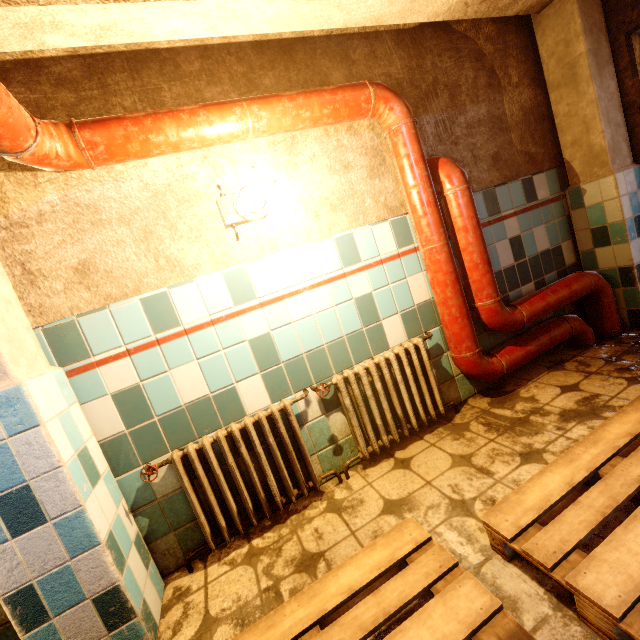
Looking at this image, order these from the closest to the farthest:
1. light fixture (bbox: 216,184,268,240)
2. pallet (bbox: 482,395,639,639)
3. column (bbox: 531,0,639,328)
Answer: pallet (bbox: 482,395,639,639)
light fixture (bbox: 216,184,268,240)
column (bbox: 531,0,639,328)

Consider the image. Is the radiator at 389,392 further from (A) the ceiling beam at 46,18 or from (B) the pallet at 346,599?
(A) the ceiling beam at 46,18

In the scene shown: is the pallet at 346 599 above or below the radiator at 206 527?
below

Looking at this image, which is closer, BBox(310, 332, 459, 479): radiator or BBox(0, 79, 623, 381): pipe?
BBox(0, 79, 623, 381): pipe

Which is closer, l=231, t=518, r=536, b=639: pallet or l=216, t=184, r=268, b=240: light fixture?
l=231, t=518, r=536, b=639: pallet

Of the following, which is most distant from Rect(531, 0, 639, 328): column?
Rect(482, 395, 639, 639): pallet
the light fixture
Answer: the light fixture

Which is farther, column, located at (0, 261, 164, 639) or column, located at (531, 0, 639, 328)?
column, located at (531, 0, 639, 328)

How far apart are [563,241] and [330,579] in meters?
3.2 m
